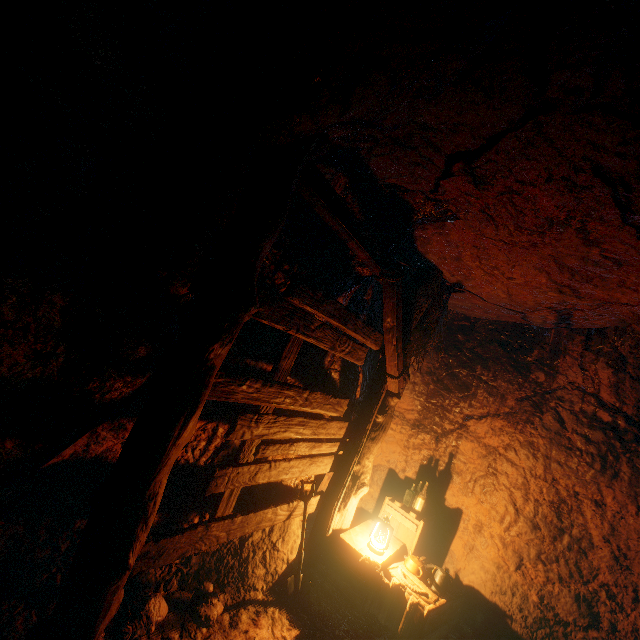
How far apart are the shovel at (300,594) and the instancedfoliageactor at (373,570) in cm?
62

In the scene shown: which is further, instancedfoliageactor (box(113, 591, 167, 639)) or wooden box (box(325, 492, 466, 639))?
wooden box (box(325, 492, 466, 639))

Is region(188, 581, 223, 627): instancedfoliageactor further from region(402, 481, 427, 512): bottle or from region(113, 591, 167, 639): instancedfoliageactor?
region(402, 481, 427, 512): bottle

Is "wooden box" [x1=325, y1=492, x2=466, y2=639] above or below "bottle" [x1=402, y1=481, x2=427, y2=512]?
below

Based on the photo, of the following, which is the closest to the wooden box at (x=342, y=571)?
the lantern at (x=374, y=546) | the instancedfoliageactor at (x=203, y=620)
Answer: the lantern at (x=374, y=546)

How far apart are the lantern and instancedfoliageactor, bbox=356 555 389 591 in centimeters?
21cm

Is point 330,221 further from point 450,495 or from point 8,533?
point 450,495

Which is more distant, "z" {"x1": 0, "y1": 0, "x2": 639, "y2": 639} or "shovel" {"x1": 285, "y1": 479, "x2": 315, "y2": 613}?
"shovel" {"x1": 285, "y1": 479, "x2": 315, "y2": 613}
